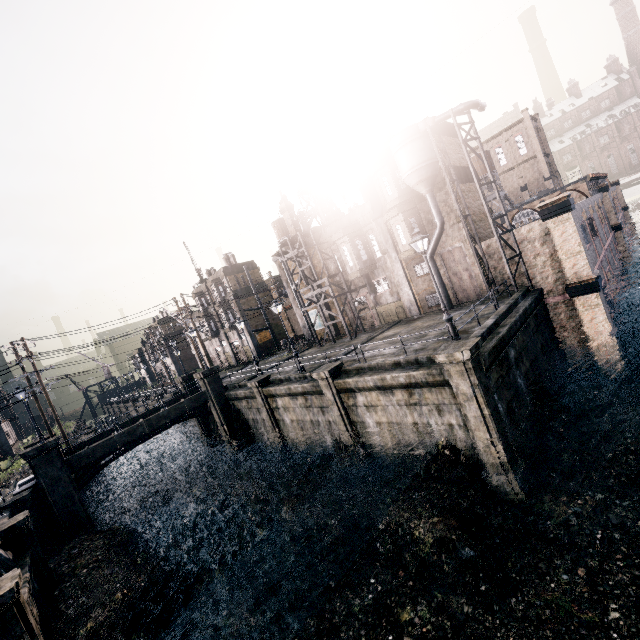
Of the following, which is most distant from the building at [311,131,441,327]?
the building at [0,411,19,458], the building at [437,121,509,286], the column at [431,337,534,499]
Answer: the building at [0,411,19,458]

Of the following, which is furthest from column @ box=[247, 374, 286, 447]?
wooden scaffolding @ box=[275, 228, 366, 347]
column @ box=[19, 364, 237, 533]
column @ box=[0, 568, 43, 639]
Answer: column @ box=[0, 568, 43, 639]

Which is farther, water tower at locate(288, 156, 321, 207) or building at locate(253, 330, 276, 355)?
building at locate(253, 330, 276, 355)

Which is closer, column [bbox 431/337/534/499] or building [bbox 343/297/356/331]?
column [bbox 431/337/534/499]

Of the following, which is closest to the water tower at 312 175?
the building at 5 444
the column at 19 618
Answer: the column at 19 618

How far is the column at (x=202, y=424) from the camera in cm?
3509

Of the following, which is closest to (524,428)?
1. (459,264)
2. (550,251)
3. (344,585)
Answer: (344,585)

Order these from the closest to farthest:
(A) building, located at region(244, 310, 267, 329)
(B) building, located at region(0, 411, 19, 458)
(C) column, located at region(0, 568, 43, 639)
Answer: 1. (C) column, located at region(0, 568, 43, 639)
2. (B) building, located at region(0, 411, 19, 458)
3. (A) building, located at region(244, 310, 267, 329)
